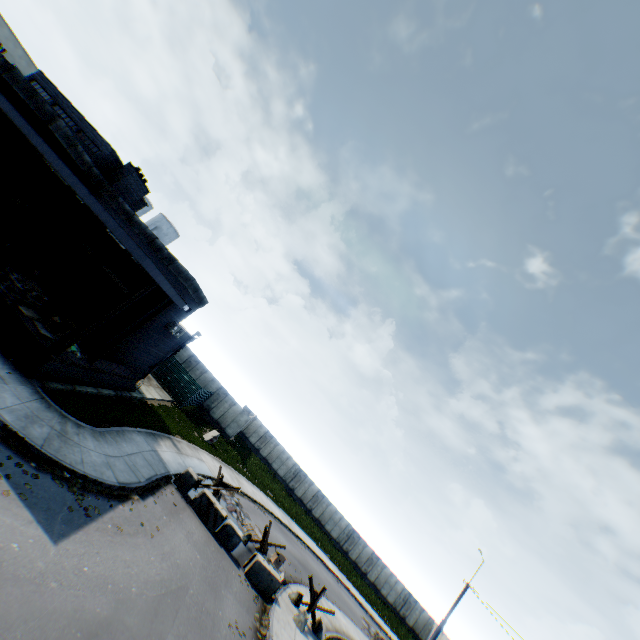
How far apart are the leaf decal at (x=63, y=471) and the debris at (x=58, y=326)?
6.2m

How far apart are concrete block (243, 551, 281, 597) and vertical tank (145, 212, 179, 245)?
41.6m

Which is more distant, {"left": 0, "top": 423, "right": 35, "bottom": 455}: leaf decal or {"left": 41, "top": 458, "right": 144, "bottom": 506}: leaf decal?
{"left": 41, "top": 458, "right": 144, "bottom": 506}: leaf decal

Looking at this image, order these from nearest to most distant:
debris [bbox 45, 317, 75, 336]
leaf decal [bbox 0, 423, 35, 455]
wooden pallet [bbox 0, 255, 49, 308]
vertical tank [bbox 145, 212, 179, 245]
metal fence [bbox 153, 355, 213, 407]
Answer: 1. leaf decal [bbox 0, 423, 35, 455]
2. wooden pallet [bbox 0, 255, 49, 308]
3. debris [bbox 45, 317, 75, 336]
4. metal fence [bbox 153, 355, 213, 407]
5. vertical tank [bbox 145, 212, 179, 245]

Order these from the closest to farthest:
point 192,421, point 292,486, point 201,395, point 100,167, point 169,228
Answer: point 100,167
point 192,421
point 201,395
point 292,486
point 169,228

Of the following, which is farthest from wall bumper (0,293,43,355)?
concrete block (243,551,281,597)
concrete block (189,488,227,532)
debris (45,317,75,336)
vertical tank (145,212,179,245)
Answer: vertical tank (145,212,179,245)

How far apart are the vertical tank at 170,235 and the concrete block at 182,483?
37.26m

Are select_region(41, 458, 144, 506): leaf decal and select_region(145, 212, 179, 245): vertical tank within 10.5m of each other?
no
